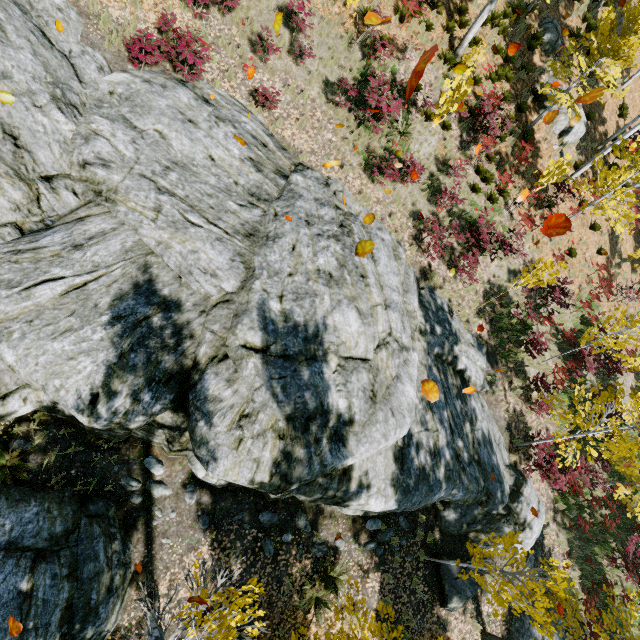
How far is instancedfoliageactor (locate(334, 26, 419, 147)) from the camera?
10.96m

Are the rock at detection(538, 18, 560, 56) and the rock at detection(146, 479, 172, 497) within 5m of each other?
no

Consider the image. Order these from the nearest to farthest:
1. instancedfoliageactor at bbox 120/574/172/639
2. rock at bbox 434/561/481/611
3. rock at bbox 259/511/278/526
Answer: instancedfoliageactor at bbox 120/574/172/639 < rock at bbox 259/511/278/526 < rock at bbox 434/561/481/611

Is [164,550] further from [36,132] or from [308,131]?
[308,131]

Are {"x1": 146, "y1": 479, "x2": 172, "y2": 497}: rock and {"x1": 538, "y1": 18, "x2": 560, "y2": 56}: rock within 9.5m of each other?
no

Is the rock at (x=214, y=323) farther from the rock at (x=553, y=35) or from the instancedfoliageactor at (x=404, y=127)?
the rock at (x=553, y=35)

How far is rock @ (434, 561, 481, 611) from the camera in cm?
991

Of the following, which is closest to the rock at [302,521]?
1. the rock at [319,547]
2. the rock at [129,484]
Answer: the rock at [319,547]
